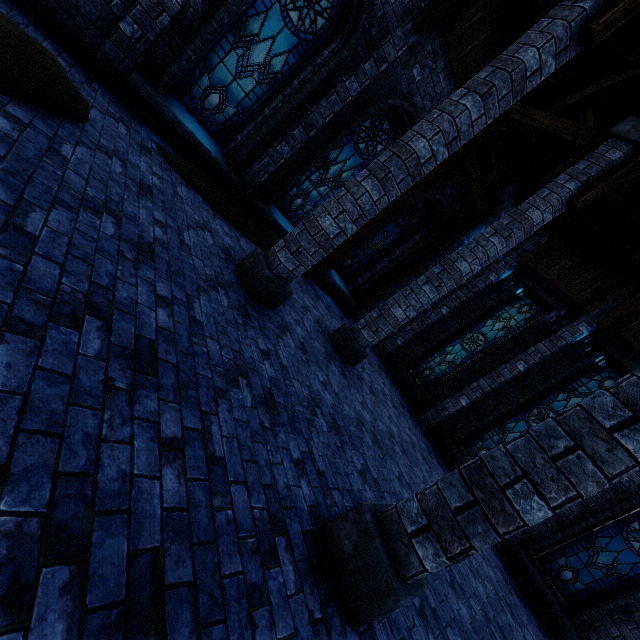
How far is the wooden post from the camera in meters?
9.6

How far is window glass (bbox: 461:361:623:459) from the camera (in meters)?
8.83

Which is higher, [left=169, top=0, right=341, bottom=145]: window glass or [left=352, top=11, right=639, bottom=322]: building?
[left=352, top=11, right=639, bottom=322]: building

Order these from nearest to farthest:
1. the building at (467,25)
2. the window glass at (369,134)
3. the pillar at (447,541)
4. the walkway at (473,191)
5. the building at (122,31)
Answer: the pillar at (447,541)
the building at (122,31)
the building at (467,25)
the window glass at (369,134)
the walkway at (473,191)

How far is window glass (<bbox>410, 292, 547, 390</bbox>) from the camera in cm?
1054

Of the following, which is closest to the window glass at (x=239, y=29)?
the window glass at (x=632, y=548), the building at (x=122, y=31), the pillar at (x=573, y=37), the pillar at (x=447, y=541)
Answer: the building at (x=122, y=31)

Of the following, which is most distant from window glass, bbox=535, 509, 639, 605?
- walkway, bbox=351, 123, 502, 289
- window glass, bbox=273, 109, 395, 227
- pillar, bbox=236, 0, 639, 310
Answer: window glass, bbox=273, 109, 395, 227

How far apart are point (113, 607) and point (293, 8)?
8.51m
